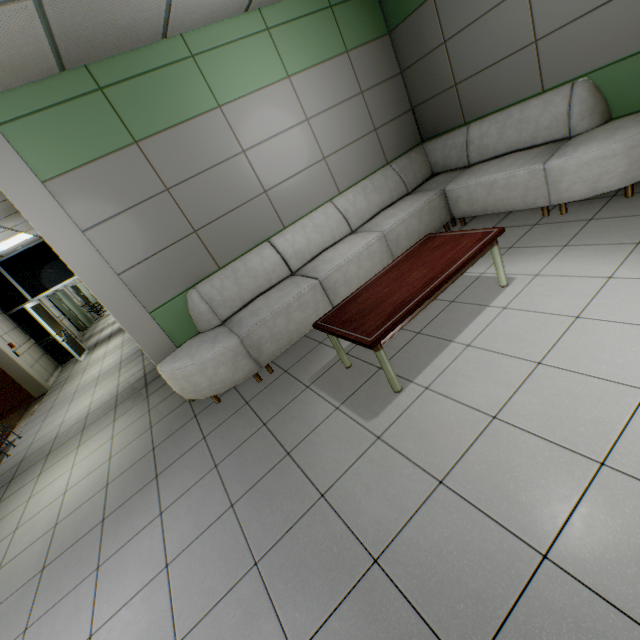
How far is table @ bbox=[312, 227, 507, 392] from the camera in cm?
225

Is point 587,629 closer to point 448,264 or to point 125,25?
point 448,264

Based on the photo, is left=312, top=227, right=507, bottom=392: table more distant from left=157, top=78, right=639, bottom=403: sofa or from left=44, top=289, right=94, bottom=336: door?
left=44, top=289, right=94, bottom=336: door

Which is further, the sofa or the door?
the door

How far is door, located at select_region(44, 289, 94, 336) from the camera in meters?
14.4

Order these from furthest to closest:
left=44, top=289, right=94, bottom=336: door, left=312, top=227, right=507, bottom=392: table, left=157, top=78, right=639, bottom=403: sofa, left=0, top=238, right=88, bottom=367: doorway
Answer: left=44, top=289, right=94, bottom=336: door
left=0, top=238, right=88, bottom=367: doorway
left=157, top=78, right=639, bottom=403: sofa
left=312, top=227, right=507, bottom=392: table

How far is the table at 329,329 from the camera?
2.25m

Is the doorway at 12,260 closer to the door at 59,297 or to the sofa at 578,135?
the door at 59,297
